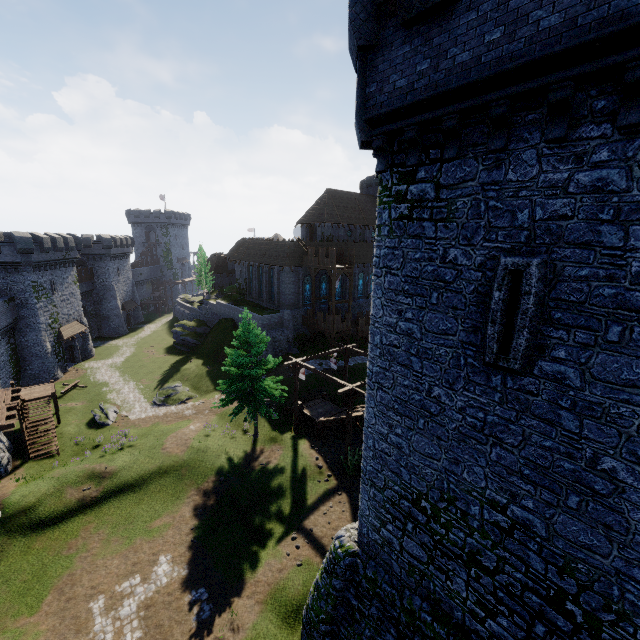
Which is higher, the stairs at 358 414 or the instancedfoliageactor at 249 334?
the instancedfoliageactor at 249 334

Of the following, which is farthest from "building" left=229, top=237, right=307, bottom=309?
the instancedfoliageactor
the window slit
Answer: the window slit

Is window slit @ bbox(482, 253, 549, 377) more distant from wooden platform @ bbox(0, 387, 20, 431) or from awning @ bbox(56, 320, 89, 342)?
awning @ bbox(56, 320, 89, 342)

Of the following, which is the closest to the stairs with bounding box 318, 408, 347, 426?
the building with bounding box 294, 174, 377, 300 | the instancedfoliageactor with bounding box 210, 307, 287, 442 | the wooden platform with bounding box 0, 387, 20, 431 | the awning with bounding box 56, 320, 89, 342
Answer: the instancedfoliageactor with bounding box 210, 307, 287, 442

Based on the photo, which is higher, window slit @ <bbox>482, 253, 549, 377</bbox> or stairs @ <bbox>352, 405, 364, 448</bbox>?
window slit @ <bbox>482, 253, 549, 377</bbox>

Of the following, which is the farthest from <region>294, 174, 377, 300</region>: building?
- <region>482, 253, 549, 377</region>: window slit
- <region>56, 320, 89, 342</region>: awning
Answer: <region>482, 253, 549, 377</region>: window slit

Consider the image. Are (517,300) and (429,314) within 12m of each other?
yes

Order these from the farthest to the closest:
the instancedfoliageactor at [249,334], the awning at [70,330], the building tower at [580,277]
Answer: the awning at [70,330]
the instancedfoliageactor at [249,334]
the building tower at [580,277]
